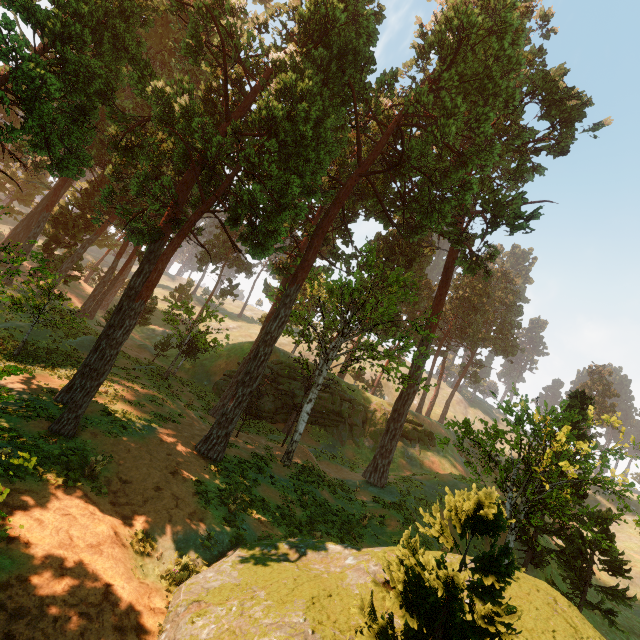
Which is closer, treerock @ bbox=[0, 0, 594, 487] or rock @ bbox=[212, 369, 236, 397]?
treerock @ bbox=[0, 0, 594, 487]

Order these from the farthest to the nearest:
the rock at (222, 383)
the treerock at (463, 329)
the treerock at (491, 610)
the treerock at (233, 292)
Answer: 1. the treerock at (233, 292)
2. the rock at (222, 383)
3. the treerock at (463, 329)
4. the treerock at (491, 610)

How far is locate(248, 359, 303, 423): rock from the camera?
34.50m

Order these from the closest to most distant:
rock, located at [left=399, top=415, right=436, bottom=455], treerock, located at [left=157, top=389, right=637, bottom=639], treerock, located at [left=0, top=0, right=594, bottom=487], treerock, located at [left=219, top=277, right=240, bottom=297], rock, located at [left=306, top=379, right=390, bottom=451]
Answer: treerock, located at [left=157, top=389, right=637, bottom=639] < treerock, located at [left=0, top=0, right=594, bottom=487] < rock, located at [left=306, top=379, right=390, bottom=451] < rock, located at [left=399, top=415, right=436, bottom=455] < treerock, located at [left=219, top=277, right=240, bottom=297]

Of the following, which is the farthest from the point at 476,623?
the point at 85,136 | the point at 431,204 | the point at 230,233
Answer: the point at 230,233

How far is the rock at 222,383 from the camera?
35.3m
